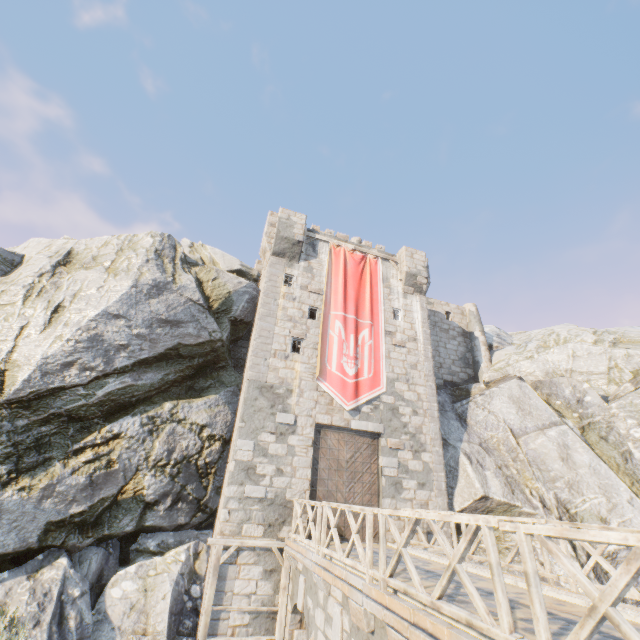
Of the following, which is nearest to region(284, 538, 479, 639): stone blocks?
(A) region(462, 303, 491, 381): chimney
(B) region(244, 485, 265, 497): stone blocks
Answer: (B) region(244, 485, 265, 497): stone blocks

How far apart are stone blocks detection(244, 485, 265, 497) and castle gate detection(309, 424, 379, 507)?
1.57m

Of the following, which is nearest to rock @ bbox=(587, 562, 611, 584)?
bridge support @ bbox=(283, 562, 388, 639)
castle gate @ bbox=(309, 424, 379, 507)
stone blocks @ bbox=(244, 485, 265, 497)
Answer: bridge support @ bbox=(283, 562, 388, 639)

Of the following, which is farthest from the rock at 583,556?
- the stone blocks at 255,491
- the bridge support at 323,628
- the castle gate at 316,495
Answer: the castle gate at 316,495

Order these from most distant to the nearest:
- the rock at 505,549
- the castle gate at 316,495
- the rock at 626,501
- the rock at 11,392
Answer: the rock at 626,501 < the rock at 505,549 < the castle gate at 316,495 < the rock at 11,392

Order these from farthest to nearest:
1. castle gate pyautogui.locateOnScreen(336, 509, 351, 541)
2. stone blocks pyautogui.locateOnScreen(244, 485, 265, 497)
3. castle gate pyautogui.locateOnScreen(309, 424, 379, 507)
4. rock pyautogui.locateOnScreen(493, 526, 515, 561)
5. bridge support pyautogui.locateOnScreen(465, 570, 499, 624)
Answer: rock pyautogui.locateOnScreen(493, 526, 515, 561) → castle gate pyautogui.locateOnScreen(309, 424, 379, 507) → castle gate pyautogui.locateOnScreen(336, 509, 351, 541) → stone blocks pyautogui.locateOnScreen(244, 485, 265, 497) → bridge support pyautogui.locateOnScreen(465, 570, 499, 624)

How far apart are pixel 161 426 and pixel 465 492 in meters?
12.9

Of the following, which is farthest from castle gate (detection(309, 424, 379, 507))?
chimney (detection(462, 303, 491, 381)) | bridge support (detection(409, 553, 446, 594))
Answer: chimney (detection(462, 303, 491, 381))
